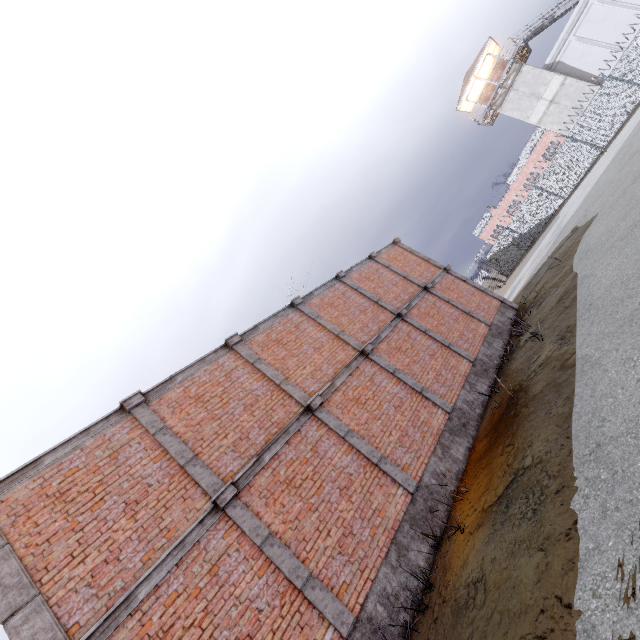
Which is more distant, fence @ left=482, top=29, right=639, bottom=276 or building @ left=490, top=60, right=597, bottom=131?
building @ left=490, top=60, right=597, bottom=131

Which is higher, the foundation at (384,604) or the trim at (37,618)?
the trim at (37,618)

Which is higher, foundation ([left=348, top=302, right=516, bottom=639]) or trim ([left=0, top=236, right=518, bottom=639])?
trim ([left=0, top=236, right=518, bottom=639])

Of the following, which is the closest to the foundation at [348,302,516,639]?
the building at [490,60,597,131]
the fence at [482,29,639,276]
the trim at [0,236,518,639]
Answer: the trim at [0,236,518,639]

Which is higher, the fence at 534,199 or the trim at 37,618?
the trim at 37,618

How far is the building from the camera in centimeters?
2966cm

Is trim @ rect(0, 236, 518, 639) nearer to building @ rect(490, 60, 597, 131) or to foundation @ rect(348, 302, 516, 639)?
foundation @ rect(348, 302, 516, 639)

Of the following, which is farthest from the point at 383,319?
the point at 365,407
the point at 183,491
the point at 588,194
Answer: the point at 588,194
